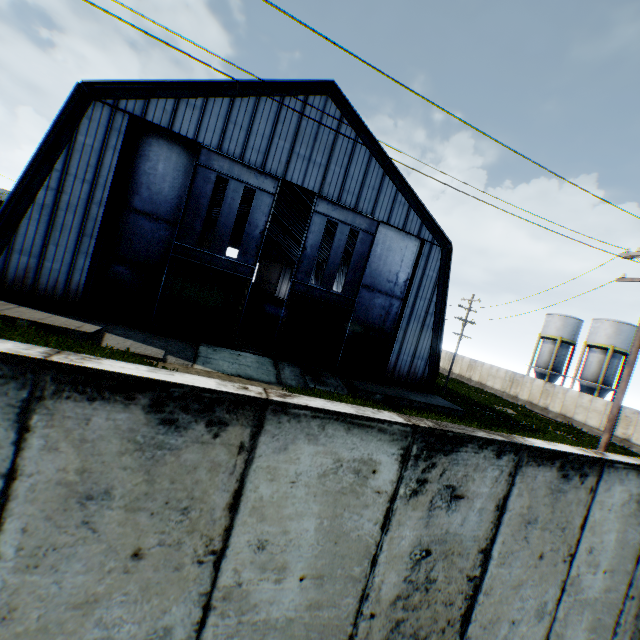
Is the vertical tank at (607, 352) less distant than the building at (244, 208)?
Yes

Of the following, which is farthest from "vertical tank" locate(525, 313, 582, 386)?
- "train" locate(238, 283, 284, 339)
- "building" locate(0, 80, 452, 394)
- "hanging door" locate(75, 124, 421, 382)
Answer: "hanging door" locate(75, 124, 421, 382)

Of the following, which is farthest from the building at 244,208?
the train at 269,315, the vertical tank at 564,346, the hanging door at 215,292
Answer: the vertical tank at 564,346

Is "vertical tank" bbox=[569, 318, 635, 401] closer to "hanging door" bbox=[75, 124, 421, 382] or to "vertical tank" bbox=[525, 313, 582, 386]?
"vertical tank" bbox=[525, 313, 582, 386]

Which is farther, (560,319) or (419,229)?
(560,319)

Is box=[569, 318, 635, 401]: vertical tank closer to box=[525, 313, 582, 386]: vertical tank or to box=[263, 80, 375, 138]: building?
box=[525, 313, 582, 386]: vertical tank

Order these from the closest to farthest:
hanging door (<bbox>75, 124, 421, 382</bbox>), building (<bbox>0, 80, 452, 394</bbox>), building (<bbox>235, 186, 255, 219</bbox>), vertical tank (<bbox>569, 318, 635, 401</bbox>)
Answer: building (<bbox>0, 80, 452, 394</bbox>) → hanging door (<bbox>75, 124, 421, 382</bbox>) → vertical tank (<bbox>569, 318, 635, 401</bbox>) → building (<bbox>235, 186, 255, 219</bbox>)

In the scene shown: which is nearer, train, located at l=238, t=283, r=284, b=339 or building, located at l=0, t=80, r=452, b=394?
building, located at l=0, t=80, r=452, b=394
